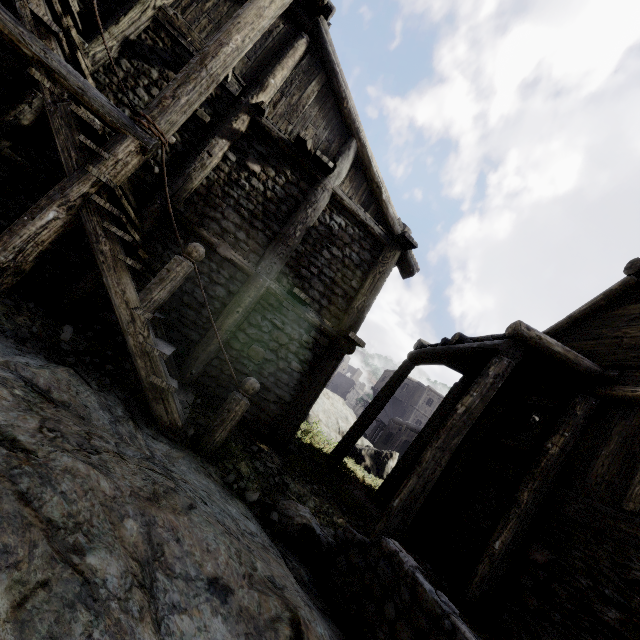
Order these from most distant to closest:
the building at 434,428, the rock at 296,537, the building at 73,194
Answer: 1. the building at 434,428
2. the building at 73,194
3. the rock at 296,537

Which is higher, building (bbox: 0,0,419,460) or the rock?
building (bbox: 0,0,419,460)

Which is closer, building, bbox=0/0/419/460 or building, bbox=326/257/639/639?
building, bbox=0/0/419/460

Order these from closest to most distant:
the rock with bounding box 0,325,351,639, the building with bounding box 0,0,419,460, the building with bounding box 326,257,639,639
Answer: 1. the rock with bounding box 0,325,351,639
2. the building with bounding box 0,0,419,460
3. the building with bounding box 326,257,639,639

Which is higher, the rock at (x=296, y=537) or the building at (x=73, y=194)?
the building at (x=73, y=194)

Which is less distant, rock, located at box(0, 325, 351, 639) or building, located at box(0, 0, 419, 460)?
rock, located at box(0, 325, 351, 639)

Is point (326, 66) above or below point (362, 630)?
above
